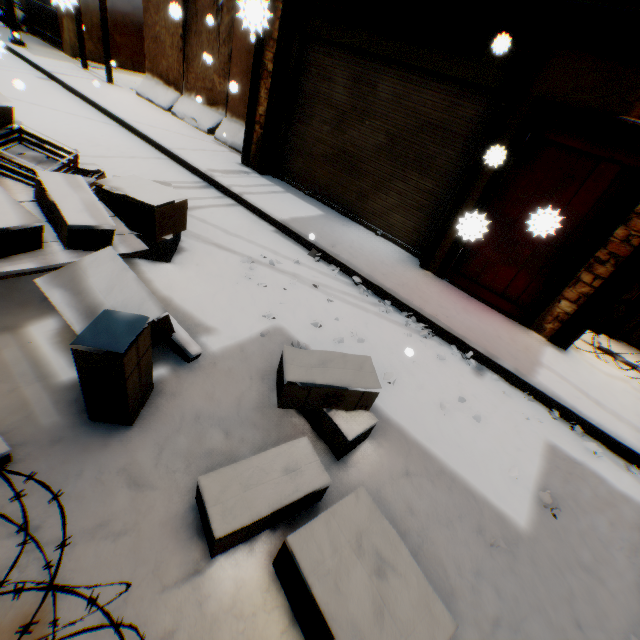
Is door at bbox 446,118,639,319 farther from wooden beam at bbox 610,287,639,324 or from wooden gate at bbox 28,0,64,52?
wooden gate at bbox 28,0,64,52

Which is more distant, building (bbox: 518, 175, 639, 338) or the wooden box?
building (bbox: 518, 175, 639, 338)

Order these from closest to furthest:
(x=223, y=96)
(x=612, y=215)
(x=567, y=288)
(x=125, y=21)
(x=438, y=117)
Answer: (x=612, y=215)
(x=567, y=288)
(x=438, y=117)
(x=223, y=96)
(x=125, y=21)

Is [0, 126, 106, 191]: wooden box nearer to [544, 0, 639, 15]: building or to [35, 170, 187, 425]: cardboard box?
[35, 170, 187, 425]: cardboard box

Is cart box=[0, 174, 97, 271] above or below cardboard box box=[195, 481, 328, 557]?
above

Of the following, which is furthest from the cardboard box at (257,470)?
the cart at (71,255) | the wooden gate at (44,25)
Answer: the wooden gate at (44,25)

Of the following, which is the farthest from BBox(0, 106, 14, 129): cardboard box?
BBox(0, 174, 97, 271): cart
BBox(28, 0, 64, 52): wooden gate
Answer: BBox(28, 0, 64, 52): wooden gate
